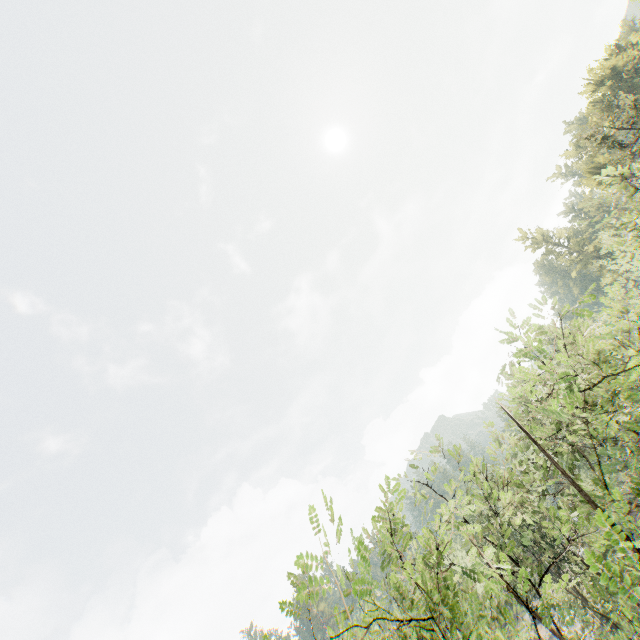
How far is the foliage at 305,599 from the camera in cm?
448

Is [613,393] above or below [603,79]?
below

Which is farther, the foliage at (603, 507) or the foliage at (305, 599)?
the foliage at (603, 507)

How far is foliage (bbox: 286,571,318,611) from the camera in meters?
4.5

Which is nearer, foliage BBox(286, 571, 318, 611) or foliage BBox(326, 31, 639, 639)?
foliage BBox(286, 571, 318, 611)
